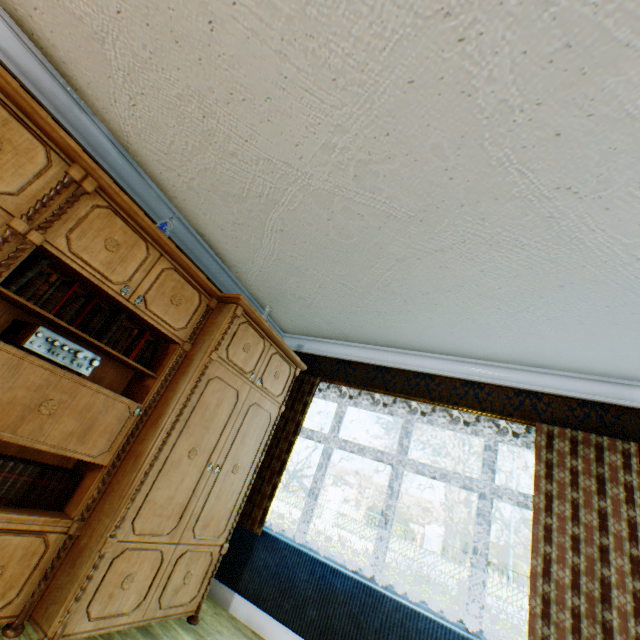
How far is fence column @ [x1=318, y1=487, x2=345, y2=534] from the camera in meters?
18.0 m

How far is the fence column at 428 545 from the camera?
15.3 meters

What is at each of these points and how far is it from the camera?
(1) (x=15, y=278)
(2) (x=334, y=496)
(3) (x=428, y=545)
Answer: (1) book, 1.87m
(2) fence column, 18.69m
(3) fence column, 15.84m

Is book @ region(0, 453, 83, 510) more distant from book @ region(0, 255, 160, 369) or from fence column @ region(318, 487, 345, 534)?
fence column @ region(318, 487, 345, 534)

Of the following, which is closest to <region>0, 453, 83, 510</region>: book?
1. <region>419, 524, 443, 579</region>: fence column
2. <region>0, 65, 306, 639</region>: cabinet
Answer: <region>0, 65, 306, 639</region>: cabinet

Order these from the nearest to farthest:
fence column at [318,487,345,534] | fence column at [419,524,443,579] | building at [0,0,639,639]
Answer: building at [0,0,639,639]
fence column at [419,524,443,579]
fence column at [318,487,345,534]

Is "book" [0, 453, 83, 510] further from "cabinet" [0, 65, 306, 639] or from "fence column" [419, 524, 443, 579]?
"fence column" [419, 524, 443, 579]

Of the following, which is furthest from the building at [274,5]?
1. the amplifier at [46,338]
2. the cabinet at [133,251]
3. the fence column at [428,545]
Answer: the fence column at [428,545]
